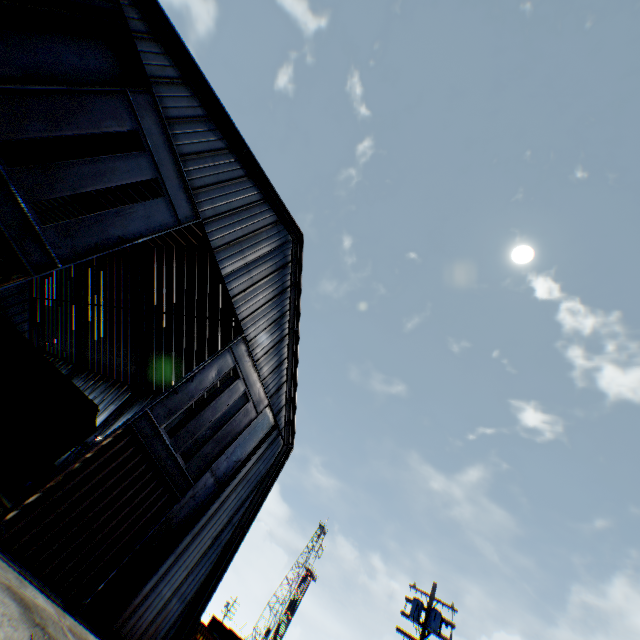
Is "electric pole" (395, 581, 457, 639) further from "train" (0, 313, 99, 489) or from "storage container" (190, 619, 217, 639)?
"train" (0, 313, 99, 489)

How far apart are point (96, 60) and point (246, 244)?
8.1m

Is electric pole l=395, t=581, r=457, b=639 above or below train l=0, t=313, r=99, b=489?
above

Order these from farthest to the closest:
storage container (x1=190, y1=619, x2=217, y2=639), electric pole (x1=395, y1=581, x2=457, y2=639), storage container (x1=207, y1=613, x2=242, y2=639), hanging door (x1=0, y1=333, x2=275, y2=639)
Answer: Answer: storage container (x1=207, y1=613, x2=242, y2=639), storage container (x1=190, y1=619, x2=217, y2=639), electric pole (x1=395, y1=581, x2=457, y2=639), hanging door (x1=0, y1=333, x2=275, y2=639)

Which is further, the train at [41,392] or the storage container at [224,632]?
the storage container at [224,632]

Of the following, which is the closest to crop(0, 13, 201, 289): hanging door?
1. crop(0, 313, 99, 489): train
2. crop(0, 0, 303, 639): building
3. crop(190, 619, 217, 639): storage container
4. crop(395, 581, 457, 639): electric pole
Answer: crop(0, 0, 303, 639): building

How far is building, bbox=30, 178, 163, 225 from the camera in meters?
20.8

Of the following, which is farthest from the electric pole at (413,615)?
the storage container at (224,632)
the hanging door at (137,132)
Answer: the storage container at (224,632)
